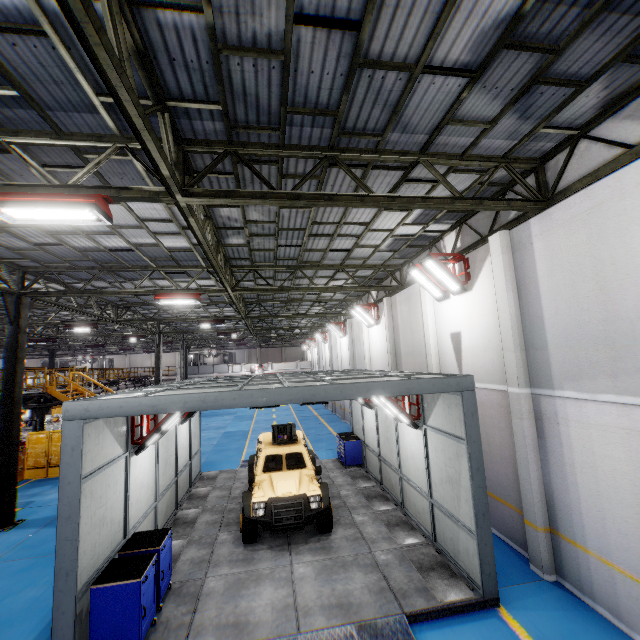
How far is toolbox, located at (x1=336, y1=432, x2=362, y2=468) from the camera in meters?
14.3

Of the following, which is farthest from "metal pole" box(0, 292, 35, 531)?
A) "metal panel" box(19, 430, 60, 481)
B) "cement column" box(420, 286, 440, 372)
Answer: "cement column" box(420, 286, 440, 372)

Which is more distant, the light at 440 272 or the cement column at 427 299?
the cement column at 427 299

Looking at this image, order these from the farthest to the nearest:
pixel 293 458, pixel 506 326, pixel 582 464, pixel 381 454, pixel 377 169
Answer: pixel 381 454 < pixel 293 458 < pixel 506 326 < pixel 377 169 < pixel 582 464

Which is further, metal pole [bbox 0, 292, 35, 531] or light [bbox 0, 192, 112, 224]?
metal pole [bbox 0, 292, 35, 531]

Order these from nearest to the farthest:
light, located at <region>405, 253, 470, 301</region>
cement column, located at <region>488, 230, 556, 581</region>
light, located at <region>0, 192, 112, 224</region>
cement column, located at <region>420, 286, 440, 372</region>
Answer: light, located at <region>0, 192, 112, 224</region> → cement column, located at <region>488, 230, 556, 581</region> → light, located at <region>405, 253, 470, 301</region> → cement column, located at <region>420, 286, 440, 372</region>

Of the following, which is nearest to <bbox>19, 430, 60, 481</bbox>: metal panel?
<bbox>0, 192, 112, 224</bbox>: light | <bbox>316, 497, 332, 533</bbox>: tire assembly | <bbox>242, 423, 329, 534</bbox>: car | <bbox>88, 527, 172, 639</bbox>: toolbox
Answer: <bbox>88, 527, 172, 639</bbox>: toolbox

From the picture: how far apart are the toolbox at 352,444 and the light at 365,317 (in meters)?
5.81
